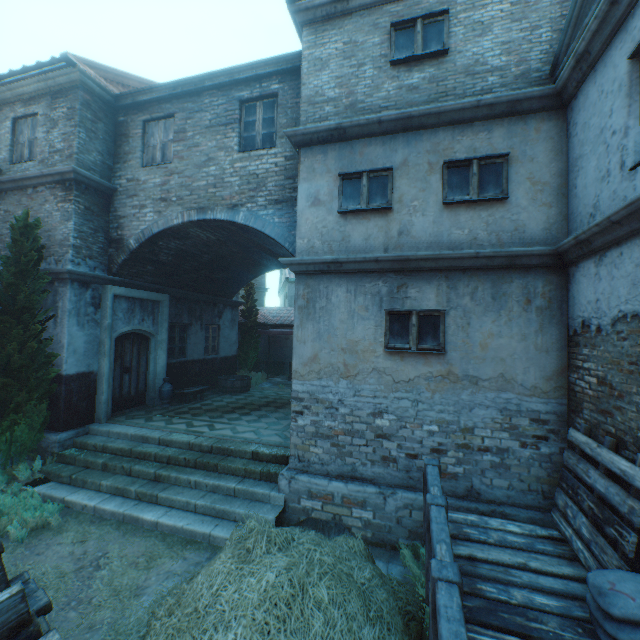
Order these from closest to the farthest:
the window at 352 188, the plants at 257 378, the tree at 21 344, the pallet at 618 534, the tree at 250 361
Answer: the pallet at 618 534
the window at 352 188
the tree at 21 344
the plants at 257 378
the tree at 250 361

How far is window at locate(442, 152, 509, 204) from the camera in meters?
5.2

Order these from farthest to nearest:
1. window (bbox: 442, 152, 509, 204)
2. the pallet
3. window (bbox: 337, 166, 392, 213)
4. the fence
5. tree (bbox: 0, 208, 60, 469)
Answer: tree (bbox: 0, 208, 60, 469)
window (bbox: 337, 166, 392, 213)
window (bbox: 442, 152, 509, 204)
the pallet
the fence

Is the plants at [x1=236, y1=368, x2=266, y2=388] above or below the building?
above

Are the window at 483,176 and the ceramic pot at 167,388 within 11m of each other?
yes

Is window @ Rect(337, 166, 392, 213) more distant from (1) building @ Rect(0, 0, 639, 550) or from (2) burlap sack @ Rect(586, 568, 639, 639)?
(2) burlap sack @ Rect(586, 568, 639, 639)

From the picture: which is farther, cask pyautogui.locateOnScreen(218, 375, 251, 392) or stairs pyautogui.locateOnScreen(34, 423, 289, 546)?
cask pyautogui.locateOnScreen(218, 375, 251, 392)

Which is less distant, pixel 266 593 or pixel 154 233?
pixel 266 593
